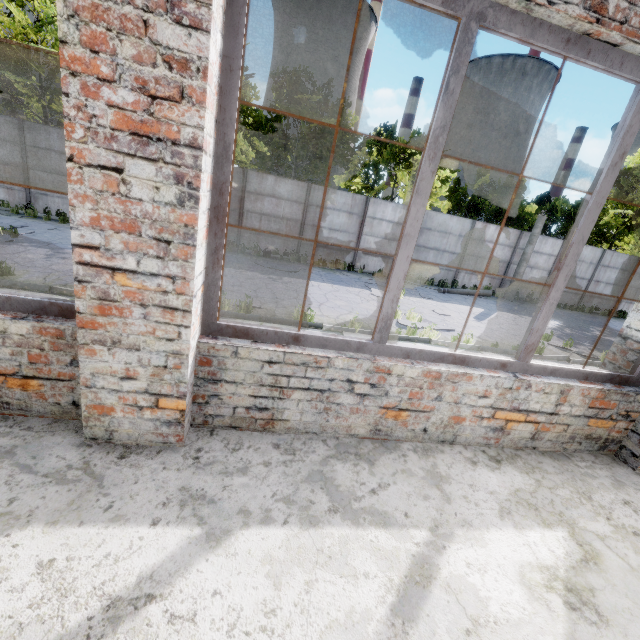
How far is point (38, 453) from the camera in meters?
1.9

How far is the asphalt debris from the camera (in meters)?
12.73

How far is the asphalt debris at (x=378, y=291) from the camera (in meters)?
12.73
